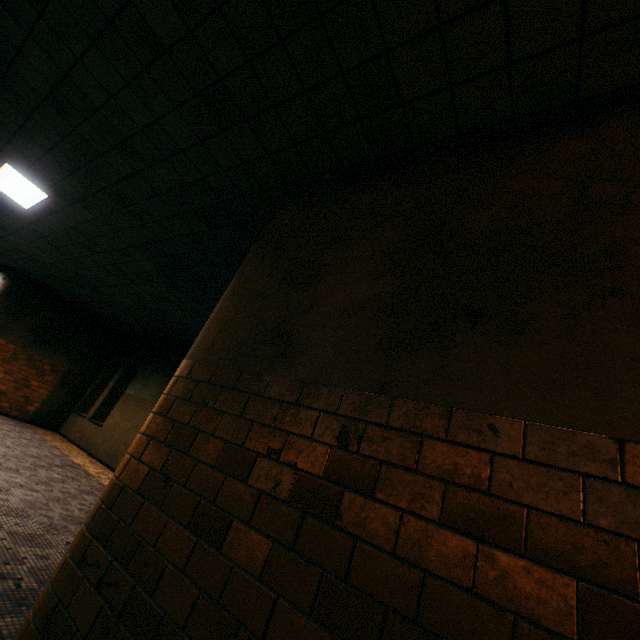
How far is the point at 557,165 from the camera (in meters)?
1.84
